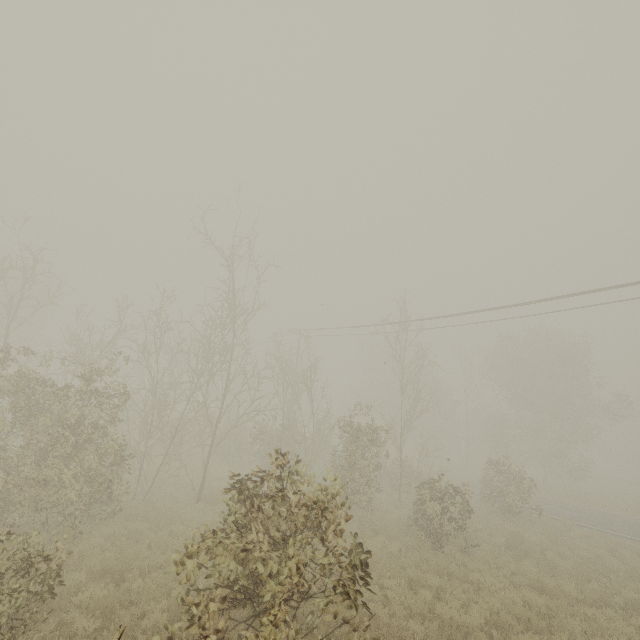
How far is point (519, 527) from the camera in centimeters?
1666cm
